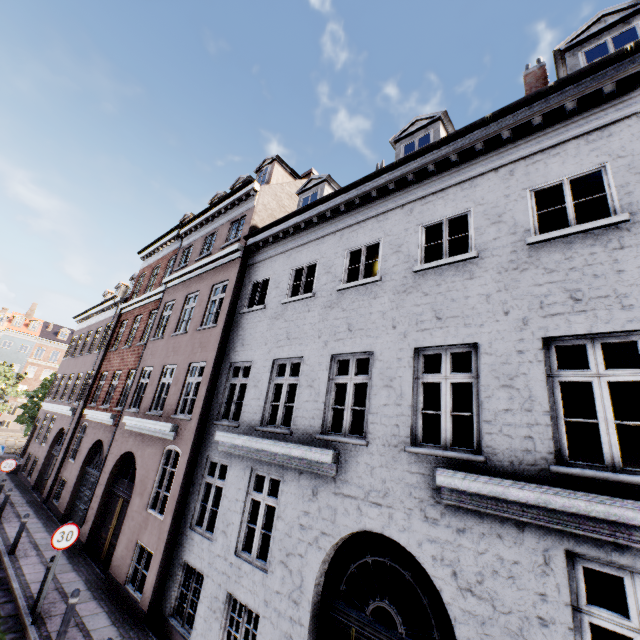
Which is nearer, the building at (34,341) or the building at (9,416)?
the building at (34,341)

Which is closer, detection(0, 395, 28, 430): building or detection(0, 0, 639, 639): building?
detection(0, 0, 639, 639): building

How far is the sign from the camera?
7.5 meters

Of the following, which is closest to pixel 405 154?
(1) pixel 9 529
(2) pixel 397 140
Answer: (2) pixel 397 140

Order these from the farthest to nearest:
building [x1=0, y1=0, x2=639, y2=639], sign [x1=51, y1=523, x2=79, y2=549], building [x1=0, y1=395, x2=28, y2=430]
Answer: building [x1=0, y1=395, x2=28, y2=430] < sign [x1=51, y1=523, x2=79, y2=549] < building [x1=0, y1=0, x2=639, y2=639]

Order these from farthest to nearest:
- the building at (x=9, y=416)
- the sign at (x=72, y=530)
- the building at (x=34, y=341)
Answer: the building at (x=9, y=416) → the sign at (x=72, y=530) → the building at (x=34, y=341)

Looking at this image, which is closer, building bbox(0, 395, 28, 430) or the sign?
the sign
